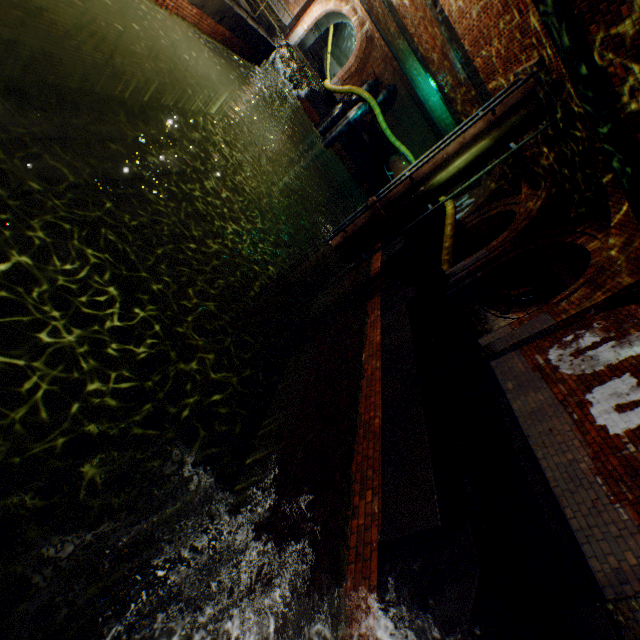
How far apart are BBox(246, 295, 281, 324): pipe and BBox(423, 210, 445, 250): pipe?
7.7 meters

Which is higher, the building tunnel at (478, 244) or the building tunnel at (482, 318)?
the building tunnel at (478, 244)

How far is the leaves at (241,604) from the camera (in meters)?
2.44

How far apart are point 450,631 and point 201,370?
7.2m

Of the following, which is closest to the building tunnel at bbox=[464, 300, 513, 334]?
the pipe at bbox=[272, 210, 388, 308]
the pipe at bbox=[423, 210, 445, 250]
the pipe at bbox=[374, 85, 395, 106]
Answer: the pipe at bbox=[423, 210, 445, 250]

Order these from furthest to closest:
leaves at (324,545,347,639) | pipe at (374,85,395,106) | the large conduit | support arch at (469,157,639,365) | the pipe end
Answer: pipe at (374,85,395,106), the large conduit, the pipe end, support arch at (469,157,639,365), leaves at (324,545,347,639)

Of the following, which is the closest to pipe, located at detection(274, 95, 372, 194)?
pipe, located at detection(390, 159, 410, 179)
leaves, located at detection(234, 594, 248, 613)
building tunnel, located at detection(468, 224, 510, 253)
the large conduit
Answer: the large conduit

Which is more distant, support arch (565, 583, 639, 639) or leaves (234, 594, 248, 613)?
support arch (565, 583, 639, 639)
